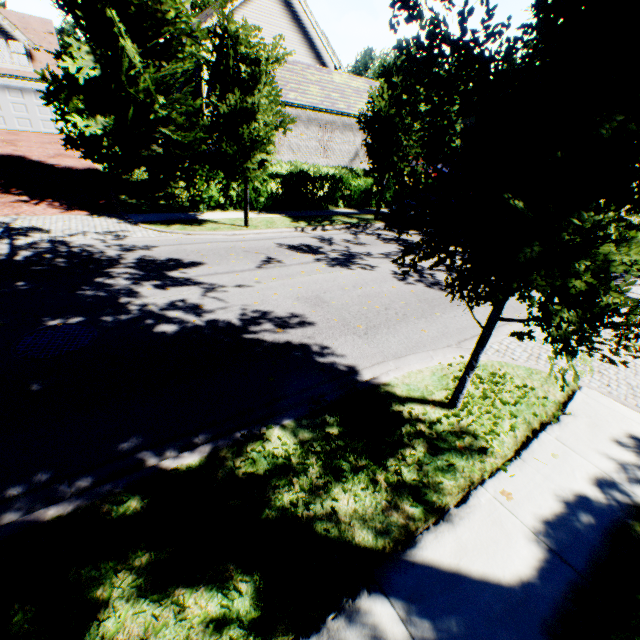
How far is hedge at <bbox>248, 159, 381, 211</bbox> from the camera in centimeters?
1520cm

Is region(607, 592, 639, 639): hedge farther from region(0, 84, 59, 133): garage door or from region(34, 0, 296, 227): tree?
region(0, 84, 59, 133): garage door

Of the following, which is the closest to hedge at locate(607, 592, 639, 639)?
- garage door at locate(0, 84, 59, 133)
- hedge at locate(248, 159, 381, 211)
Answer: hedge at locate(248, 159, 381, 211)

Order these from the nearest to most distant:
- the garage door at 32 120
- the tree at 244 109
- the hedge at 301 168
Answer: the tree at 244 109
the hedge at 301 168
the garage door at 32 120

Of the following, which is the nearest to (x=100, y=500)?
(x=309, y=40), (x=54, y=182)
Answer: (x=54, y=182)

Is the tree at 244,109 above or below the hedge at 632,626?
above

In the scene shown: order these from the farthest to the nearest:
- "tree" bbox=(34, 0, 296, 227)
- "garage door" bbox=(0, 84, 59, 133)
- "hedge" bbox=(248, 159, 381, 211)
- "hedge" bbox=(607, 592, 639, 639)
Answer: "garage door" bbox=(0, 84, 59, 133)
"hedge" bbox=(248, 159, 381, 211)
"tree" bbox=(34, 0, 296, 227)
"hedge" bbox=(607, 592, 639, 639)

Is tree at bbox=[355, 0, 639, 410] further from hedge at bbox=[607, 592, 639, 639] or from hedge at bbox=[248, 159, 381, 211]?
hedge at bbox=[248, 159, 381, 211]
